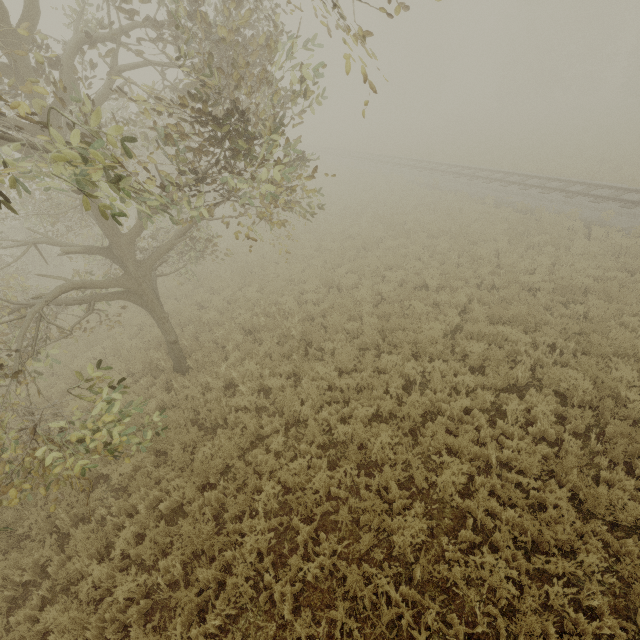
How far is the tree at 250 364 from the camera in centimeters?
870cm

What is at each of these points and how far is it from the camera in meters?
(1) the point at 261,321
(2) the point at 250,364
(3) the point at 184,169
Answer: (1) tree, 10.6
(2) tree, 8.8
(3) tree, 4.6

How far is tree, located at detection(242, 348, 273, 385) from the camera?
8.7m

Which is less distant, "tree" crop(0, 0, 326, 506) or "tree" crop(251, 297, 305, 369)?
"tree" crop(0, 0, 326, 506)

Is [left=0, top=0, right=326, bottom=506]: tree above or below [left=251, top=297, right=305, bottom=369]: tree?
above

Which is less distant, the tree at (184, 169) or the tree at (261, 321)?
the tree at (184, 169)
